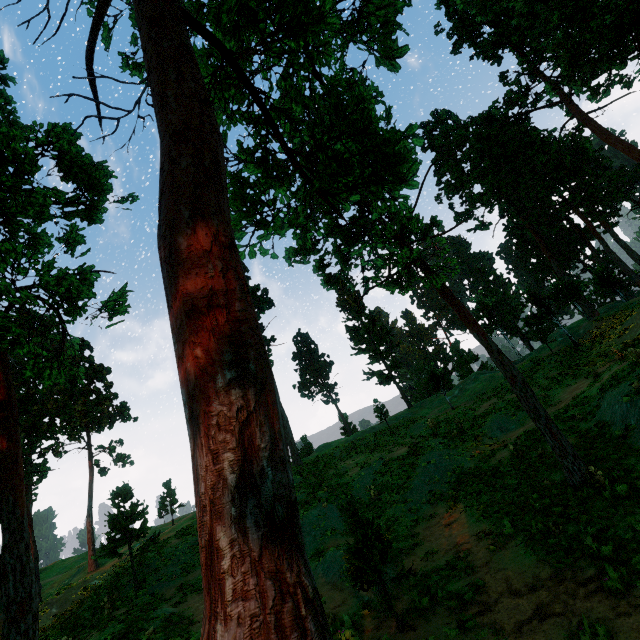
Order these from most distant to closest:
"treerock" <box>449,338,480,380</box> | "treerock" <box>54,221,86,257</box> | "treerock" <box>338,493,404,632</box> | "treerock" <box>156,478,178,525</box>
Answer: "treerock" <box>449,338,480,380</box> → "treerock" <box>156,478,178,525</box> → "treerock" <box>338,493,404,632</box> → "treerock" <box>54,221,86,257</box>

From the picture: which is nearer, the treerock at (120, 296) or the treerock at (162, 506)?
the treerock at (120, 296)

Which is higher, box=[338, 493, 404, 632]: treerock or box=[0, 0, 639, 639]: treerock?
box=[0, 0, 639, 639]: treerock

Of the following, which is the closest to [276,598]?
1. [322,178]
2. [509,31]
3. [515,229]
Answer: [322,178]

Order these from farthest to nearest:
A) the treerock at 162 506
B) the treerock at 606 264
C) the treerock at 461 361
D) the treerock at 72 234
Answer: the treerock at 461 361
the treerock at 162 506
the treerock at 72 234
the treerock at 606 264

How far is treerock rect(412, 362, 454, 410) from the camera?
34.3 meters

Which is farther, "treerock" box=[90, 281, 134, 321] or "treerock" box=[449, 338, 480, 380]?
"treerock" box=[449, 338, 480, 380]
